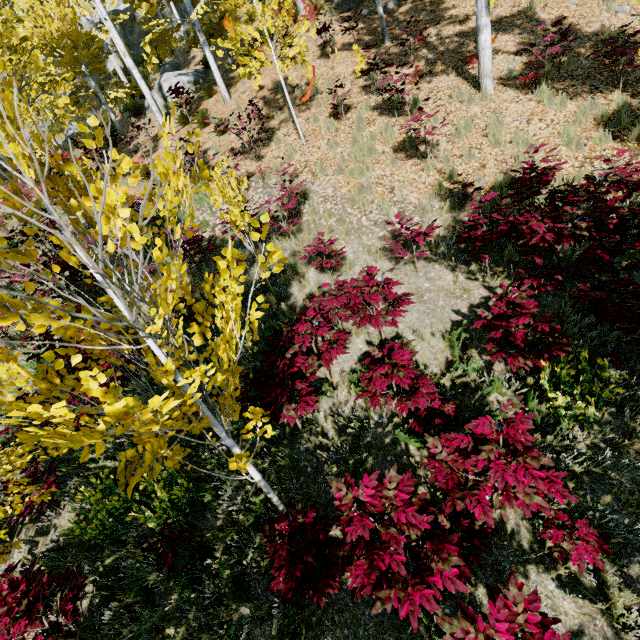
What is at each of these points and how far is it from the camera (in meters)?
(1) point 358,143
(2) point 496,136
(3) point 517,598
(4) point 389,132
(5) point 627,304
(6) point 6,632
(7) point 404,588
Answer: (1) instancedfoliageactor, 8.16
(2) instancedfoliageactor, 7.14
(3) instancedfoliageactor, 2.25
(4) instancedfoliageactor, 8.08
(5) instancedfoliageactor, 3.45
(6) instancedfoliageactor, 3.10
(7) instancedfoliageactor, 2.39

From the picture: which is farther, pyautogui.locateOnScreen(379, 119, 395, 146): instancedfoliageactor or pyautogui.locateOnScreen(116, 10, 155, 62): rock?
pyautogui.locateOnScreen(116, 10, 155, 62): rock

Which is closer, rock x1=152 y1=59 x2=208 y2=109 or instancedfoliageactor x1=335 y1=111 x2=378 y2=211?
instancedfoliageactor x1=335 y1=111 x2=378 y2=211

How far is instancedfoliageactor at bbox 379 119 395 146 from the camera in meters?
8.0

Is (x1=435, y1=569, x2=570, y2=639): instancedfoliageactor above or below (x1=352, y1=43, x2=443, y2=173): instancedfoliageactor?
below

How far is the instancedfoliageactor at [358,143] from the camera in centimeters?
703cm

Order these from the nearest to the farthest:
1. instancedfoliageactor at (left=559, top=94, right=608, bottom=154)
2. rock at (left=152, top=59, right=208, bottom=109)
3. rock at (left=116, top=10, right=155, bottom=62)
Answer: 1. instancedfoliageactor at (left=559, top=94, right=608, bottom=154)
2. rock at (left=152, top=59, right=208, bottom=109)
3. rock at (left=116, top=10, right=155, bottom=62)

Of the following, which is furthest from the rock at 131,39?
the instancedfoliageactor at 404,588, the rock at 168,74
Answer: the rock at 168,74
